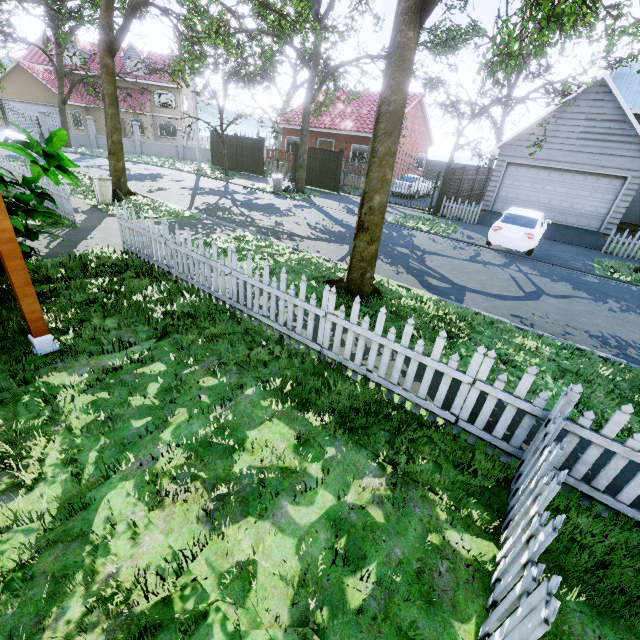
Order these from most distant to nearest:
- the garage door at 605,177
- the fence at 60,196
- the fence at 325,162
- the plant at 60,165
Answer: the fence at 325,162
the garage door at 605,177
the fence at 60,196
the plant at 60,165

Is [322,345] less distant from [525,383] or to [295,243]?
[525,383]

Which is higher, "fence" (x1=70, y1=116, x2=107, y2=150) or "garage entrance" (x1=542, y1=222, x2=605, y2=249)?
"fence" (x1=70, y1=116, x2=107, y2=150)

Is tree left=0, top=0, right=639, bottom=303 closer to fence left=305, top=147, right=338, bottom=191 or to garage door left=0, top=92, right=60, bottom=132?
fence left=305, top=147, right=338, bottom=191

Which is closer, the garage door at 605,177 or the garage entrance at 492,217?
the garage door at 605,177

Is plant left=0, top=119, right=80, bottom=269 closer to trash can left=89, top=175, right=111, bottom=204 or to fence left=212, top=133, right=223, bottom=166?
trash can left=89, top=175, right=111, bottom=204

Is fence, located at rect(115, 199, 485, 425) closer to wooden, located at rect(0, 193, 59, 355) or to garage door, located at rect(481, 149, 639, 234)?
wooden, located at rect(0, 193, 59, 355)

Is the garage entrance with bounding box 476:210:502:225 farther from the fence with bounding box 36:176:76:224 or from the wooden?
the wooden
